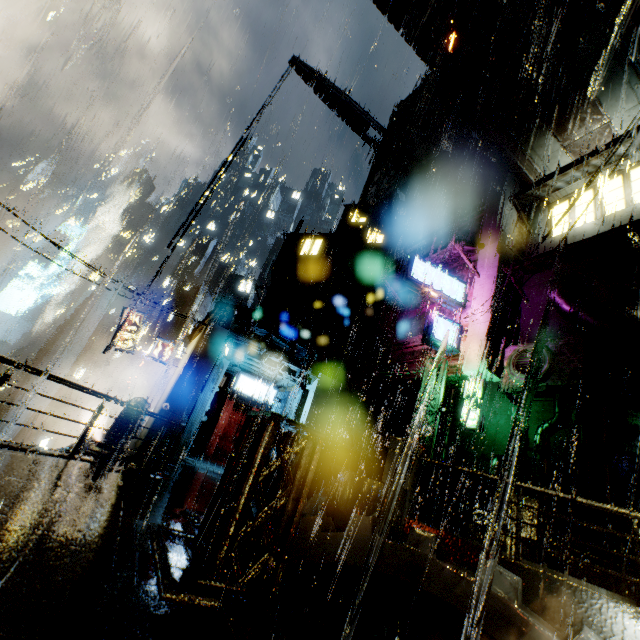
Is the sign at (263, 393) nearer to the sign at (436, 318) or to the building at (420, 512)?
the building at (420, 512)

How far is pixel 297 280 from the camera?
31.7 meters

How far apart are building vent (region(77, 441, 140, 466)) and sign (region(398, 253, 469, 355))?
14.64m

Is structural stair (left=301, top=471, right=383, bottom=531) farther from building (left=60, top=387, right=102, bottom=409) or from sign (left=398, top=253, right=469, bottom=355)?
sign (left=398, top=253, right=469, bottom=355)

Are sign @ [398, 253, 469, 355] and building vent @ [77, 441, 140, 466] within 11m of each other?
no

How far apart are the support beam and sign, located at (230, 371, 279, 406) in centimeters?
1274cm

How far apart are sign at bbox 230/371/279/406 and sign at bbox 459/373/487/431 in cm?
1019

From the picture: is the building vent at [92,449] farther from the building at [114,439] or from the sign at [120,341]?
the sign at [120,341]
